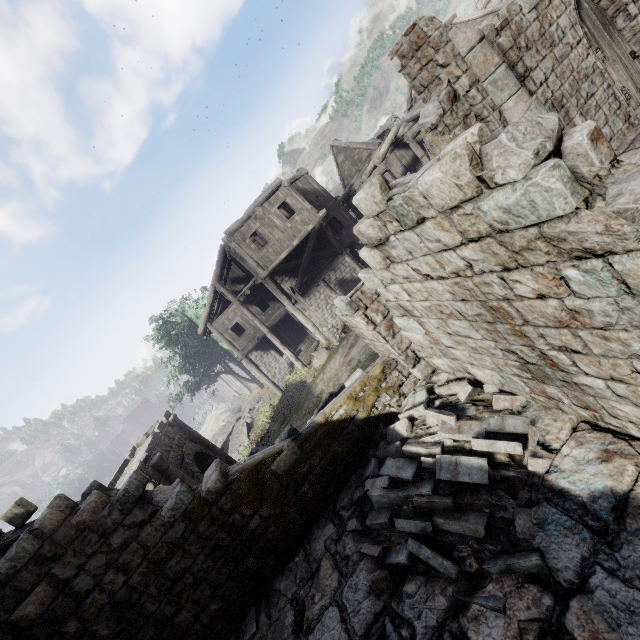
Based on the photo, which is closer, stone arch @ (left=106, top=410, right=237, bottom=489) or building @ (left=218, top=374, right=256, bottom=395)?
stone arch @ (left=106, top=410, right=237, bottom=489)

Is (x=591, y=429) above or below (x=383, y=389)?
below

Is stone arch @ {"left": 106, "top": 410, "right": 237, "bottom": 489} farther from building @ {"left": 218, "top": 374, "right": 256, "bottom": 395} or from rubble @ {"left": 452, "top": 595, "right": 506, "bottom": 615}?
rubble @ {"left": 452, "top": 595, "right": 506, "bottom": 615}

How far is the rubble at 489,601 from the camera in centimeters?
361cm

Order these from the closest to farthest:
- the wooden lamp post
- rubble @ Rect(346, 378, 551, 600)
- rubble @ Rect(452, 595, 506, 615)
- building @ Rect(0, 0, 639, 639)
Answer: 1. building @ Rect(0, 0, 639, 639)
2. rubble @ Rect(452, 595, 506, 615)
3. rubble @ Rect(346, 378, 551, 600)
4. the wooden lamp post

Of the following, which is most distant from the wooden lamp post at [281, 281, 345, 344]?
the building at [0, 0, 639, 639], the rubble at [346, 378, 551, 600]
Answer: the rubble at [346, 378, 551, 600]

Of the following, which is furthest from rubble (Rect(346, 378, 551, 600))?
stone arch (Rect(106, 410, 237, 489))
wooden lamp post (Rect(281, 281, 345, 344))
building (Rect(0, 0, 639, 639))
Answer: wooden lamp post (Rect(281, 281, 345, 344))

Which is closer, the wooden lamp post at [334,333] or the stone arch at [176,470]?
the stone arch at [176,470]
